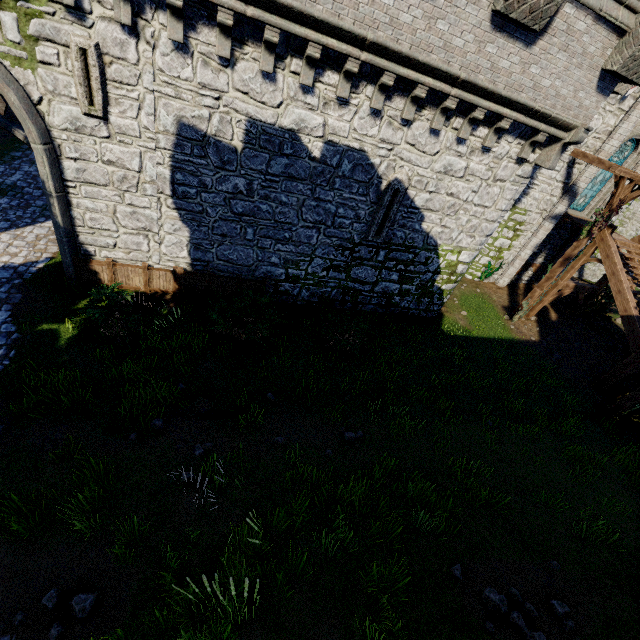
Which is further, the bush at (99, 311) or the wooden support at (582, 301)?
the wooden support at (582, 301)

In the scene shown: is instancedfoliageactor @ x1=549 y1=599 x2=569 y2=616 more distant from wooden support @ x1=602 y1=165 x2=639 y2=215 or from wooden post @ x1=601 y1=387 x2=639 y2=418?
wooden support @ x1=602 y1=165 x2=639 y2=215

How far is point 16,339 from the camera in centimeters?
853cm

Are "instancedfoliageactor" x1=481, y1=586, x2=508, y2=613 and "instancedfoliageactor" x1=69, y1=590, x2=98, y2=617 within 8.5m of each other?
yes

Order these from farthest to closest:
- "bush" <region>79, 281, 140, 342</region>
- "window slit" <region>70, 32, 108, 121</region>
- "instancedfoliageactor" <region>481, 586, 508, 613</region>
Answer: "bush" <region>79, 281, 140, 342</region>
"window slit" <region>70, 32, 108, 121</region>
"instancedfoliageactor" <region>481, 586, 508, 613</region>

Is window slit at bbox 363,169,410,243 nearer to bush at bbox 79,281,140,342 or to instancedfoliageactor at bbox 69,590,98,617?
bush at bbox 79,281,140,342

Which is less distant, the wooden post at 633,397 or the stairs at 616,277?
the wooden post at 633,397

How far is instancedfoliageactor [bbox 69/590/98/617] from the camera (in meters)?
4.73
